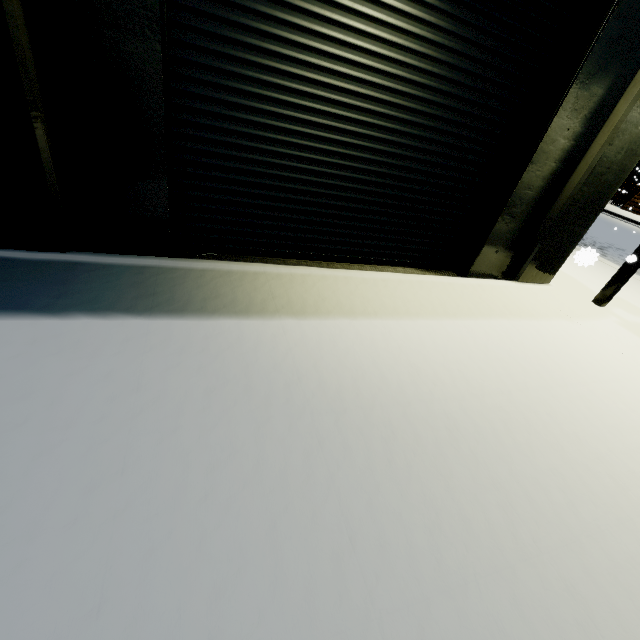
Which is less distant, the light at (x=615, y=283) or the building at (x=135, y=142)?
the building at (x=135, y=142)

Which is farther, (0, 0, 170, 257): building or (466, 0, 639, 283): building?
(466, 0, 639, 283): building

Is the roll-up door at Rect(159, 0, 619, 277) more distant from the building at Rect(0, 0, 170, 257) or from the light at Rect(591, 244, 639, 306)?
the light at Rect(591, 244, 639, 306)

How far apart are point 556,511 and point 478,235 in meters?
4.5 m

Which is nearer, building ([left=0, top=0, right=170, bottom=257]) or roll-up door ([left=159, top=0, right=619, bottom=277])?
building ([left=0, top=0, right=170, bottom=257])

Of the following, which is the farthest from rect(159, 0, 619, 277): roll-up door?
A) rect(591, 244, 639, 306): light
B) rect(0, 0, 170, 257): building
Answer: rect(591, 244, 639, 306): light

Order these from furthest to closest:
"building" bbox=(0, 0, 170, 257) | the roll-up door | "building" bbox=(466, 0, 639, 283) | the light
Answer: the light, "building" bbox=(466, 0, 639, 283), the roll-up door, "building" bbox=(0, 0, 170, 257)

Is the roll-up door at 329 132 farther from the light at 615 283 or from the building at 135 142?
the light at 615 283
